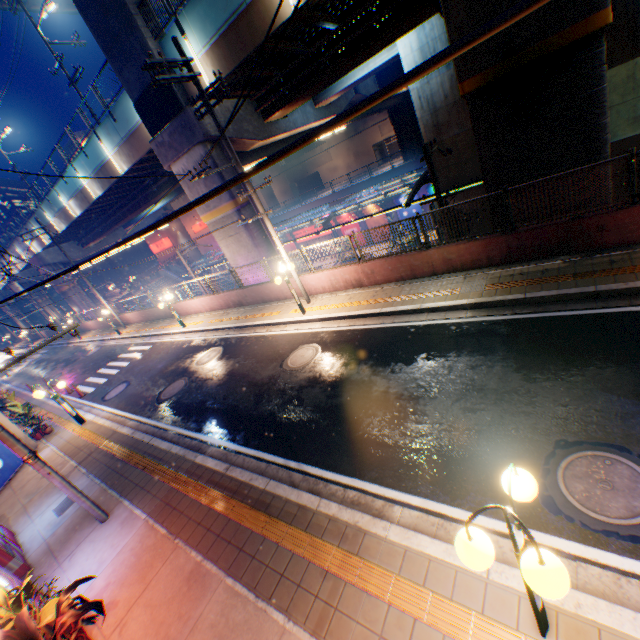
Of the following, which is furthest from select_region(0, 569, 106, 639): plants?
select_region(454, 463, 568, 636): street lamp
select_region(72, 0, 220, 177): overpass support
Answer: select_region(72, 0, 220, 177): overpass support

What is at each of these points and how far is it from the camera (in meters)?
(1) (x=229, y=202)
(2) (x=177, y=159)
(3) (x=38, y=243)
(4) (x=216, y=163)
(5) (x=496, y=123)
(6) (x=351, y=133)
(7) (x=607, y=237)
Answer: (1) overpass support, 16.11
(2) overpass support, 16.06
(3) overpass support, 34.22
(4) overpass support, 15.30
(5) overpass support, 9.23
(6) building, 51.94
(7) concrete block, 8.16

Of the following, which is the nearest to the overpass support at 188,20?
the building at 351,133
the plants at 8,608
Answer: the building at 351,133

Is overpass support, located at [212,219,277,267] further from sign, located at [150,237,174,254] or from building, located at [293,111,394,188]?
building, located at [293,111,394,188]

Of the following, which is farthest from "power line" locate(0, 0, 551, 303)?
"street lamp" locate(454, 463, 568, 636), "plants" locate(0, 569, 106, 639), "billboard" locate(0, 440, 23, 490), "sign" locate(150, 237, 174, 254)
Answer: "sign" locate(150, 237, 174, 254)

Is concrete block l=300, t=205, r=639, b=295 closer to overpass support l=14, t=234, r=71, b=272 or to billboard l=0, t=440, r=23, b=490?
overpass support l=14, t=234, r=71, b=272

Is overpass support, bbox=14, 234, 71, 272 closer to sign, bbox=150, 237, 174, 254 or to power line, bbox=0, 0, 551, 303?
Result: sign, bbox=150, 237, 174, 254

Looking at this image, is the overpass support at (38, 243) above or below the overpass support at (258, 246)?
above
